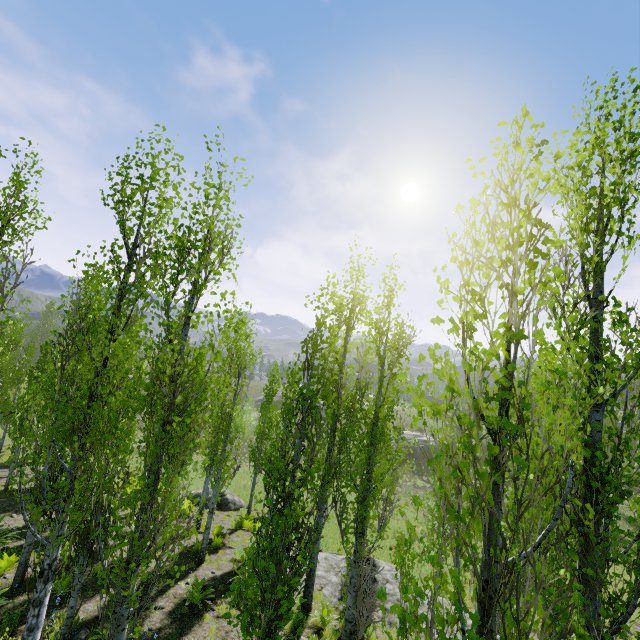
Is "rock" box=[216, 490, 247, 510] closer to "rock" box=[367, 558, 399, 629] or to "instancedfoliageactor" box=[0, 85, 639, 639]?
"instancedfoliageactor" box=[0, 85, 639, 639]

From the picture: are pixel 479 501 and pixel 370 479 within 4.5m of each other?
no

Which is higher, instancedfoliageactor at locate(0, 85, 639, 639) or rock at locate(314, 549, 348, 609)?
instancedfoliageactor at locate(0, 85, 639, 639)

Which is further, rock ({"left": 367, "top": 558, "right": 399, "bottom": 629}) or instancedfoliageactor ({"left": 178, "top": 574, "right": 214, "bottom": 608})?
rock ({"left": 367, "top": 558, "right": 399, "bottom": 629})

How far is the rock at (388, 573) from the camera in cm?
1034

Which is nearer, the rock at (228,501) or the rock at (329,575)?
the rock at (329,575)

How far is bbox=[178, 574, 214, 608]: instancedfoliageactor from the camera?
9.02m

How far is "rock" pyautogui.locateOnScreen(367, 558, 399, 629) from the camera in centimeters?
1034cm
